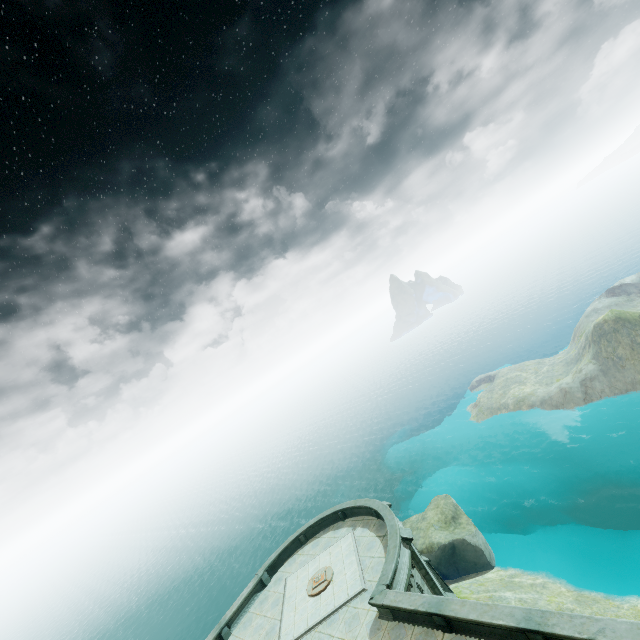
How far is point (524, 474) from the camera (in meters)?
35.91

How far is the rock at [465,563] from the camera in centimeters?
2597cm

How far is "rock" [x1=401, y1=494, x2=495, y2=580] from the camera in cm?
2597
